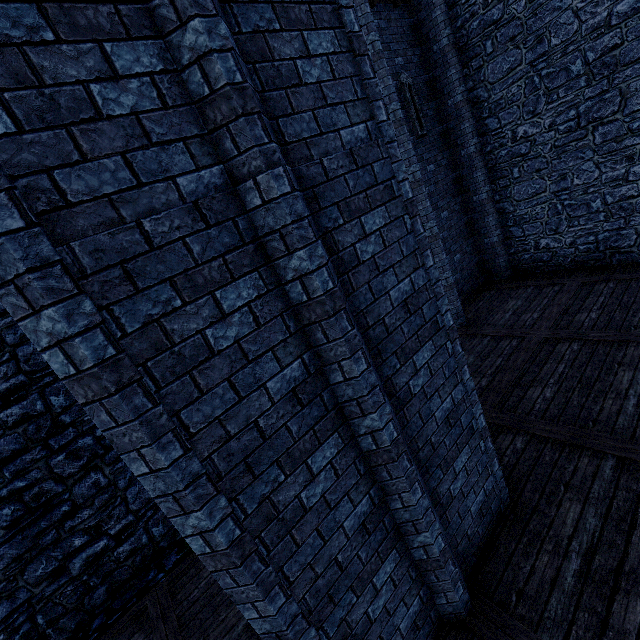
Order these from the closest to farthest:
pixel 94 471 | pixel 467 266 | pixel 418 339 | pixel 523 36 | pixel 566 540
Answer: pixel 418 339
pixel 566 540
pixel 94 471
pixel 523 36
pixel 467 266

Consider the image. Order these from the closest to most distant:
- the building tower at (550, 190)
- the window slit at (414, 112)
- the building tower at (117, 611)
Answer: the building tower at (117, 611) → the building tower at (550, 190) → the window slit at (414, 112)

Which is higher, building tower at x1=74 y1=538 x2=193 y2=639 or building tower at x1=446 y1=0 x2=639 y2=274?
building tower at x1=446 y1=0 x2=639 y2=274

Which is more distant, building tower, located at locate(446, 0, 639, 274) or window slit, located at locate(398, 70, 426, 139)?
window slit, located at locate(398, 70, 426, 139)

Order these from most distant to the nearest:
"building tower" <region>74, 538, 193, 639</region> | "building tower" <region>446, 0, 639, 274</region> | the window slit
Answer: the window slit, "building tower" <region>446, 0, 639, 274</region>, "building tower" <region>74, 538, 193, 639</region>

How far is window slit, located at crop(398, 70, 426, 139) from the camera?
9.1m

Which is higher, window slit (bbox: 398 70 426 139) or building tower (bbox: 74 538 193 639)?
window slit (bbox: 398 70 426 139)

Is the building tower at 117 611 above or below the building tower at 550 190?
below
